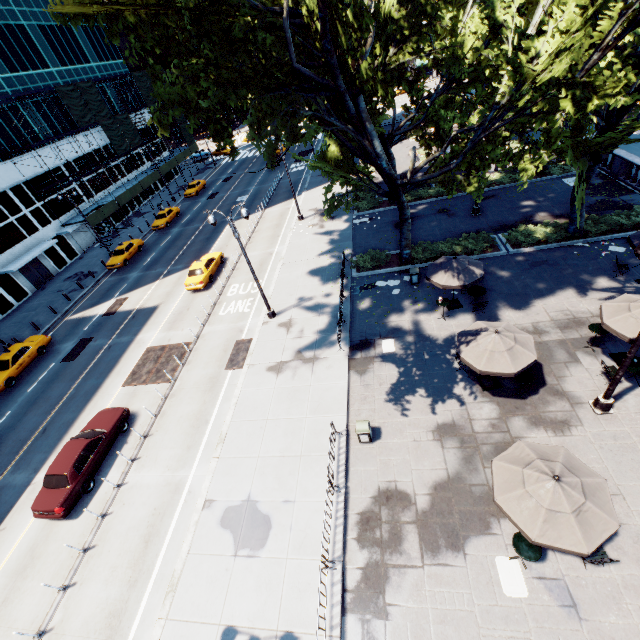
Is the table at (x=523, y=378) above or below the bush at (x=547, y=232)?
above

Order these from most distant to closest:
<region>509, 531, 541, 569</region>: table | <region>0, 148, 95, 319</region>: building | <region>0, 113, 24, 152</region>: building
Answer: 1. <region>0, 113, 24, 152</region>: building
2. <region>0, 148, 95, 319</region>: building
3. <region>509, 531, 541, 569</region>: table

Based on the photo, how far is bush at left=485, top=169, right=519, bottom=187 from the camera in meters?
26.9

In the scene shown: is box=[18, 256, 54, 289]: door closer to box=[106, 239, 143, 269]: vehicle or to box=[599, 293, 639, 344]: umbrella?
box=[106, 239, 143, 269]: vehicle

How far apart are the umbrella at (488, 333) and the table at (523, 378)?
0.85m

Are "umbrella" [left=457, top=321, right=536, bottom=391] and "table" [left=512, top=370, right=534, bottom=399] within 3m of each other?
yes

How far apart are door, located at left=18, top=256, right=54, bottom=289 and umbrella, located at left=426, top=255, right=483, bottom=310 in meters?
39.7

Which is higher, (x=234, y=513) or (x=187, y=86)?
(x=187, y=86)
